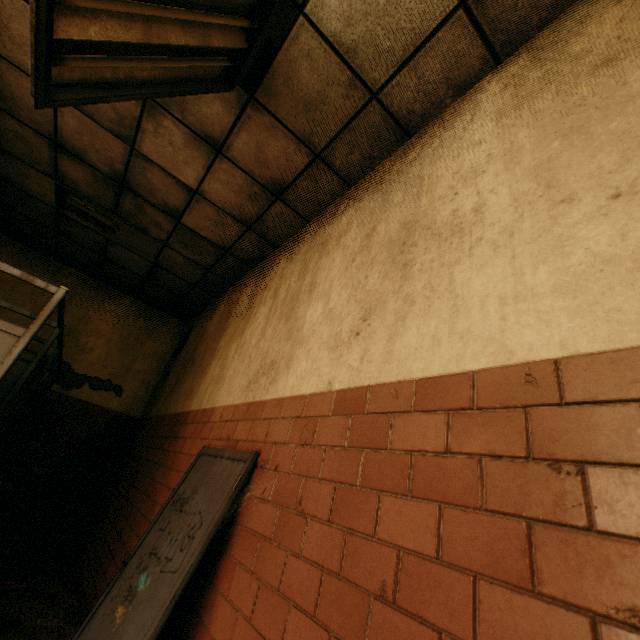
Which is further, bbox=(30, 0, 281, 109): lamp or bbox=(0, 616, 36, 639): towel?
bbox=(0, 616, 36, 639): towel

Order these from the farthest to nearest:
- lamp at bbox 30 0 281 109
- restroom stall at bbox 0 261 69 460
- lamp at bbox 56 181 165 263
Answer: lamp at bbox 56 181 165 263, restroom stall at bbox 0 261 69 460, lamp at bbox 30 0 281 109

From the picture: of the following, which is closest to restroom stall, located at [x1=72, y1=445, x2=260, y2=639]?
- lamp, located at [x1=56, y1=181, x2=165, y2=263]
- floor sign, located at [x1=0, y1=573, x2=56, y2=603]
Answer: floor sign, located at [x1=0, y1=573, x2=56, y2=603]

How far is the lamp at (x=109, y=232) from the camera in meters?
4.1 m

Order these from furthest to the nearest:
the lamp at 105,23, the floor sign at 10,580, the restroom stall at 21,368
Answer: the floor sign at 10,580
the restroom stall at 21,368
the lamp at 105,23

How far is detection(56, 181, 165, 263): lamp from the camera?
4.09m

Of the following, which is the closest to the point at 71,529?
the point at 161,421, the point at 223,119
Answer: the point at 161,421

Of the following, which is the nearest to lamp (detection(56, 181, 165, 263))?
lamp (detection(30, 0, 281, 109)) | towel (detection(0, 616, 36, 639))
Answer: lamp (detection(30, 0, 281, 109))
